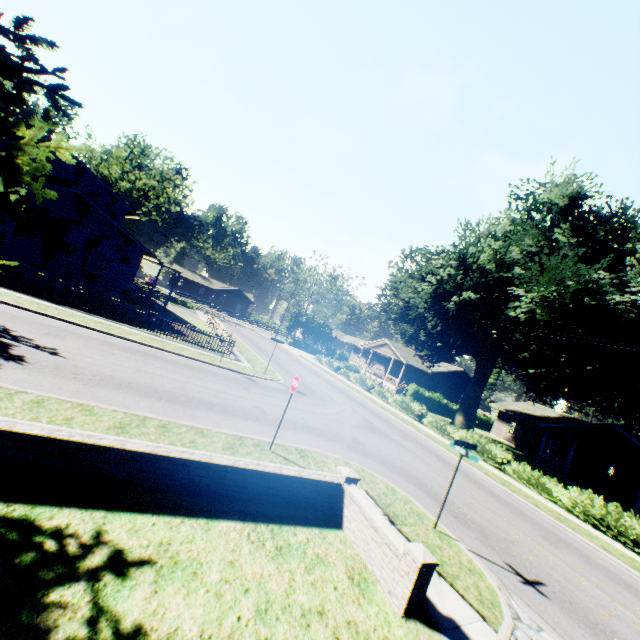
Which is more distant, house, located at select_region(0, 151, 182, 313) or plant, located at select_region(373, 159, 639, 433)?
house, located at select_region(0, 151, 182, 313)

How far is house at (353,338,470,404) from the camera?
43.2 meters

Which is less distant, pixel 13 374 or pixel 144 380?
pixel 13 374

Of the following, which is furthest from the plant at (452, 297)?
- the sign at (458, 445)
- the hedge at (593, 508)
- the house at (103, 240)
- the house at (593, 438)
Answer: the sign at (458, 445)

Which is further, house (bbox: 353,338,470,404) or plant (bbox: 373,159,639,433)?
house (bbox: 353,338,470,404)

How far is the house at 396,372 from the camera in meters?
43.2 m

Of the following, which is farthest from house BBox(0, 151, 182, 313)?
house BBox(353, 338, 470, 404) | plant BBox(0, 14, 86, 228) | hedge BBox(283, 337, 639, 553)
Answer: house BBox(353, 338, 470, 404)

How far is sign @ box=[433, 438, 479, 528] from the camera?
8.5m
